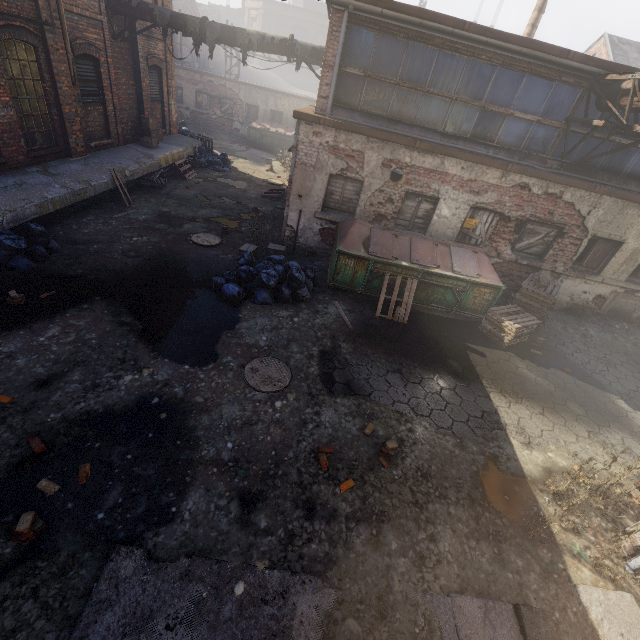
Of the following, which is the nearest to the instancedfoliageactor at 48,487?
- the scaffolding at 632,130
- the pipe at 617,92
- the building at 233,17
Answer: the scaffolding at 632,130

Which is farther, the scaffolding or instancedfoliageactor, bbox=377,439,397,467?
the scaffolding

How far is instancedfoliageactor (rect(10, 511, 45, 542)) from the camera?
3.3 meters

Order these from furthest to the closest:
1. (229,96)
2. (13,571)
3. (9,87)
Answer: (229,96) < (9,87) < (13,571)

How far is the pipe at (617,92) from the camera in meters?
7.1 m

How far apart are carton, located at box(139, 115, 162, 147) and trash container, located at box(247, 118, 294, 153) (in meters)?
10.28

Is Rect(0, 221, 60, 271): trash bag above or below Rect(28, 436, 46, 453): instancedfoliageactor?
above

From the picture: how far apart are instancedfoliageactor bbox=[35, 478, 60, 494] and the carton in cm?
1468
